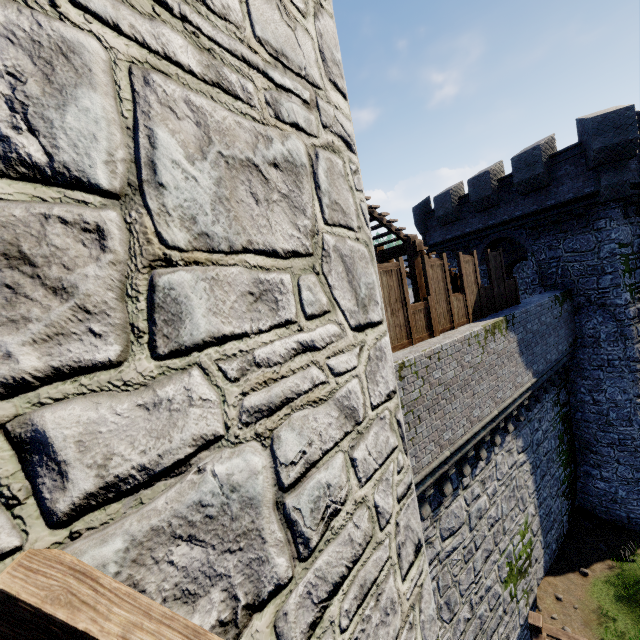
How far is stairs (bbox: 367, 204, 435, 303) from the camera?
8.9m

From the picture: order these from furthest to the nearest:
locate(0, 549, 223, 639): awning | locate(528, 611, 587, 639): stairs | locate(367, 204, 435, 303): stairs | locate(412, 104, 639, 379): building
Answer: locate(412, 104, 639, 379): building < locate(367, 204, 435, 303): stairs < locate(528, 611, 587, 639): stairs < locate(0, 549, 223, 639): awning

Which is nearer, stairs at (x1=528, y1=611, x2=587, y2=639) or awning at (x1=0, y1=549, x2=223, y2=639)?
awning at (x1=0, y1=549, x2=223, y2=639)

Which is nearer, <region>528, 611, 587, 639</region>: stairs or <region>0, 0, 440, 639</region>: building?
<region>0, 0, 440, 639</region>: building

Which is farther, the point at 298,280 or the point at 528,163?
the point at 528,163

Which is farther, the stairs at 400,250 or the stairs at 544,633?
the stairs at 400,250

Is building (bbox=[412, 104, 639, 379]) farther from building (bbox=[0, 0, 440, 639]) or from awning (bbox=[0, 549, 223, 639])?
awning (bbox=[0, 549, 223, 639])

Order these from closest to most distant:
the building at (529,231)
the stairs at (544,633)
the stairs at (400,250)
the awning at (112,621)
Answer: the awning at (112,621), the stairs at (544,633), the stairs at (400,250), the building at (529,231)
